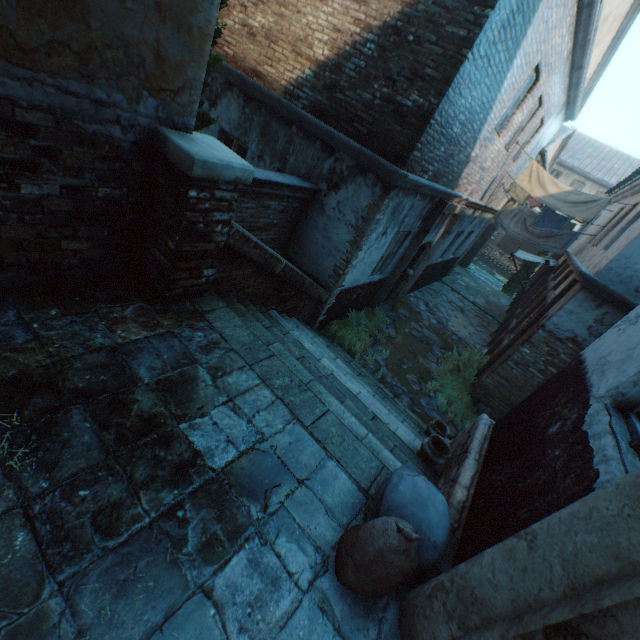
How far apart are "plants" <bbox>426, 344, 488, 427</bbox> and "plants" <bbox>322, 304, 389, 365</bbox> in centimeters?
119cm

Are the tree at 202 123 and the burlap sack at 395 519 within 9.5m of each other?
yes

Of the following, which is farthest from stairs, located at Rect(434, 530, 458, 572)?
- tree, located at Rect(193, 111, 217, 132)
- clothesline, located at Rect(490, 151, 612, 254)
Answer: clothesline, located at Rect(490, 151, 612, 254)

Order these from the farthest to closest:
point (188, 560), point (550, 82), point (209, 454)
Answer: point (550, 82)
point (209, 454)
point (188, 560)

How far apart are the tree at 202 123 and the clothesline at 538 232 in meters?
10.4 m

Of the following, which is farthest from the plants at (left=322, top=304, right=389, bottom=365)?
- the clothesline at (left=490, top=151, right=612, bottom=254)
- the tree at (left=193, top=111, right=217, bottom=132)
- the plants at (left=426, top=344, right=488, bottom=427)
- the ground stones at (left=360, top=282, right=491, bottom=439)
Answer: the clothesline at (left=490, top=151, right=612, bottom=254)

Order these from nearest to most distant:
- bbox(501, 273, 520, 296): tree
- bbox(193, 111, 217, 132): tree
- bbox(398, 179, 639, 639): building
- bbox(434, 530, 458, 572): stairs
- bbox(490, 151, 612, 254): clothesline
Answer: bbox(398, 179, 639, 639): building, bbox(434, 530, 458, 572): stairs, bbox(193, 111, 217, 132): tree, bbox(490, 151, 612, 254): clothesline, bbox(501, 273, 520, 296): tree

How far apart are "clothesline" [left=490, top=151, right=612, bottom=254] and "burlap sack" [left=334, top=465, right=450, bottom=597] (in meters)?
11.41
